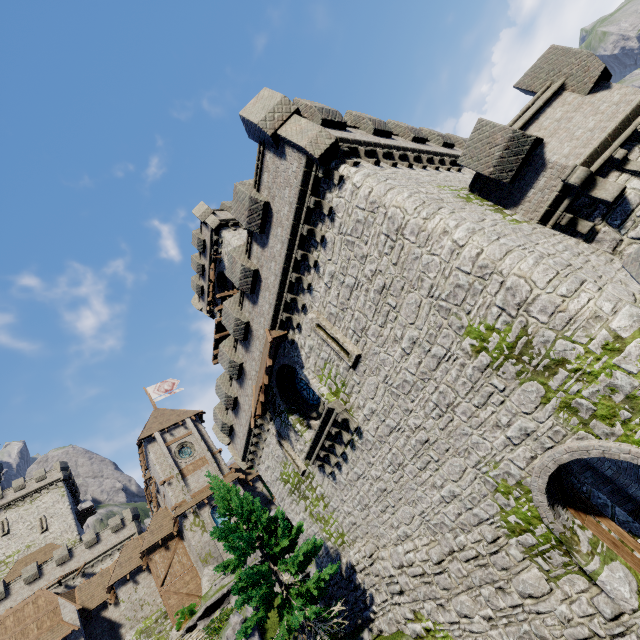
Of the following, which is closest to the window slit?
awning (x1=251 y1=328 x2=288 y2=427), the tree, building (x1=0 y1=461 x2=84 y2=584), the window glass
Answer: awning (x1=251 y1=328 x2=288 y2=427)

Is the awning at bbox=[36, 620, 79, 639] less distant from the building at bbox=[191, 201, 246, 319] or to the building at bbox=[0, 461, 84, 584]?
the building at bbox=[0, 461, 84, 584]

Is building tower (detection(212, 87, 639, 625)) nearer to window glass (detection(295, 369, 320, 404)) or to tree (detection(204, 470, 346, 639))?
window glass (detection(295, 369, 320, 404))

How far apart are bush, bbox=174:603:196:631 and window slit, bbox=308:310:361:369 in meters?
27.2

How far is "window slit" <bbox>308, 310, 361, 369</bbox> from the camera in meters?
11.4 m

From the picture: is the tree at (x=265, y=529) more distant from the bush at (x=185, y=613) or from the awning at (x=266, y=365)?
the bush at (x=185, y=613)

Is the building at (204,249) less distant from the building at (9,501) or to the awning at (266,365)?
the awning at (266,365)

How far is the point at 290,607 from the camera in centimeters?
1236cm
